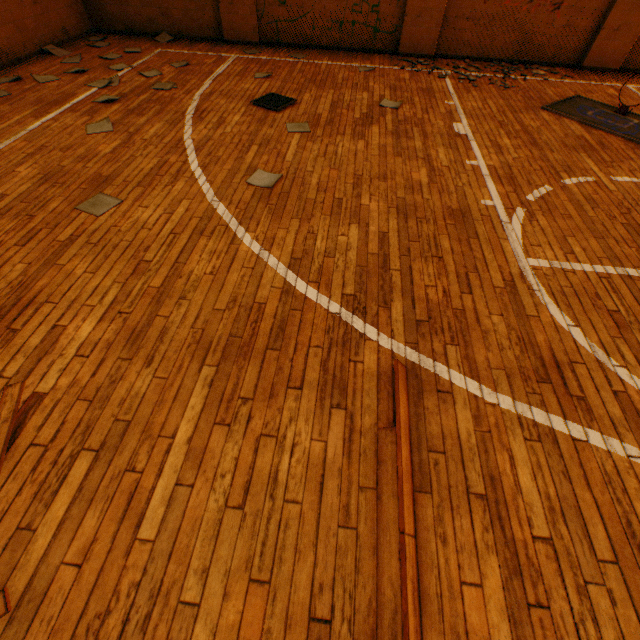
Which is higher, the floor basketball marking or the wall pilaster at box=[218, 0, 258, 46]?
the wall pilaster at box=[218, 0, 258, 46]

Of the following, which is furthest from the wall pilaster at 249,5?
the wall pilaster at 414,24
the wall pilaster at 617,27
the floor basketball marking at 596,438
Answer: the wall pilaster at 617,27

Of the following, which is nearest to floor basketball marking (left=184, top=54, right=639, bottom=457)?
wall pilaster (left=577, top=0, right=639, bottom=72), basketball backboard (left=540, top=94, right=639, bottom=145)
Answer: basketball backboard (left=540, top=94, right=639, bottom=145)

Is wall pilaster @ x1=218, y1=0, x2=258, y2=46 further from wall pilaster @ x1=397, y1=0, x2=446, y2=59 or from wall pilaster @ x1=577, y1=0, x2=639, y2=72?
wall pilaster @ x1=577, y1=0, x2=639, y2=72

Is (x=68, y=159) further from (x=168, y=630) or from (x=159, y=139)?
(x=168, y=630)

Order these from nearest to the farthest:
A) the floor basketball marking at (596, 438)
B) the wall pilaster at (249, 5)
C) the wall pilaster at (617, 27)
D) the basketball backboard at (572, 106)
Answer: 1. the floor basketball marking at (596, 438)
2. the basketball backboard at (572, 106)
3. the wall pilaster at (617, 27)
4. the wall pilaster at (249, 5)

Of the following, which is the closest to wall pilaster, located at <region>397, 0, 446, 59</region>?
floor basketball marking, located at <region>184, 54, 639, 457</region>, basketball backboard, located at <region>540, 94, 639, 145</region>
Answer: floor basketball marking, located at <region>184, 54, 639, 457</region>

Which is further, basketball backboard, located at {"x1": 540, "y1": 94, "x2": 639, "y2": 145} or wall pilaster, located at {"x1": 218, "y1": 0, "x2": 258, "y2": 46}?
wall pilaster, located at {"x1": 218, "y1": 0, "x2": 258, "y2": 46}
